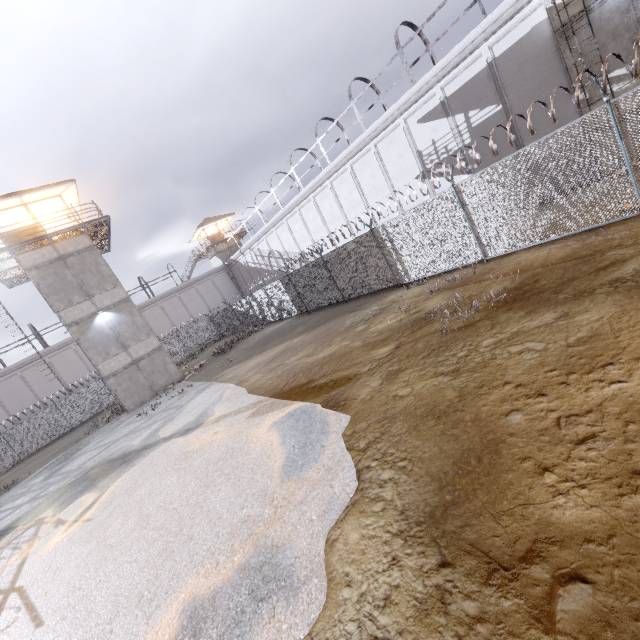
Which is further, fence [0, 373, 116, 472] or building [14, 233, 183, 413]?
fence [0, 373, 116, 472]

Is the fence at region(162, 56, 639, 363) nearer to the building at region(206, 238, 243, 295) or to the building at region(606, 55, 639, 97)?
the building at region(606, 55, 639, 97)

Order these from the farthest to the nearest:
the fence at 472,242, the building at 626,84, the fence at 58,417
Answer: the fence at 58,417
the building at 626,84
the fence at 472,242

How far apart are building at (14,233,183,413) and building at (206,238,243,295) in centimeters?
2362cm

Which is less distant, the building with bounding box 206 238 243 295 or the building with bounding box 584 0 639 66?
the building with bounding box 584 0 639 66

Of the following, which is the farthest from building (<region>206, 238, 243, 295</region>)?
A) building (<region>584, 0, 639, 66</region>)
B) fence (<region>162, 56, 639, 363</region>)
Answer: building (<region>584, 0, 639, 66</region>)

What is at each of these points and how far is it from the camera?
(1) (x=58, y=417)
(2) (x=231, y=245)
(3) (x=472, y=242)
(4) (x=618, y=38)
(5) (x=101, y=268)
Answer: (1) fence, 28.8m
(2) building, 46.2m
(3) fence, 11.1m
(4) building, 11.3m
(5) building, 21.6m

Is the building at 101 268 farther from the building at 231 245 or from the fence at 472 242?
the building at 231 245
